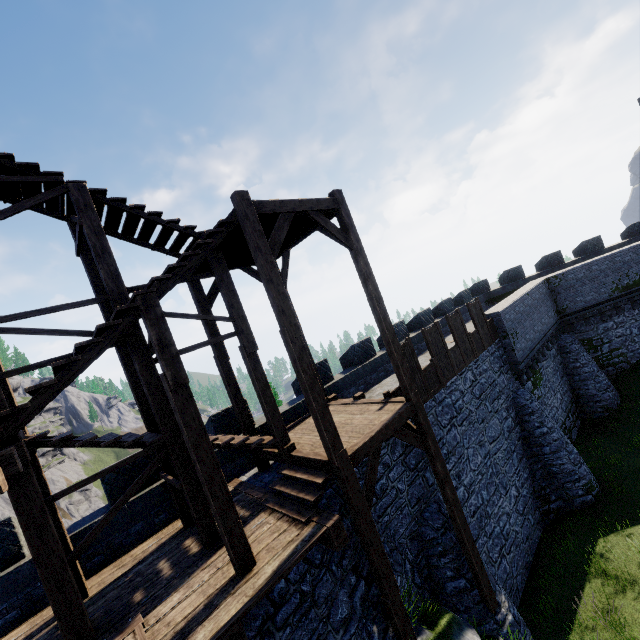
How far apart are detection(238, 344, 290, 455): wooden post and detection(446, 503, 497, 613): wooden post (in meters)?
4.55

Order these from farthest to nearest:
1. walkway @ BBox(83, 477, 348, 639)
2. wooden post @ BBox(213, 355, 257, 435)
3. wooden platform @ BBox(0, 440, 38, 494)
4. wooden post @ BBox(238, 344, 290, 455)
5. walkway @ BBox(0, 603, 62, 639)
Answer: wooden post @ BBox(213, 355, 257, 435), wooden post @ BBox(238, 344, 290, 455), walkway @ BBox(0, 603, 62, 639), walkway @ BBox(83, 477, 348, 639), wooden platform @ BBox(0, 440, 38, 494)

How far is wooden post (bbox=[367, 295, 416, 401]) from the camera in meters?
8.5 m

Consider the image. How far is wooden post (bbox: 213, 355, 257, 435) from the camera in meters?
9.5

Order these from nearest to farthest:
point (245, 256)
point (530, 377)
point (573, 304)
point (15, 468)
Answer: point (15, 468), point (245, 256), point (530, 377), point (573, 304)

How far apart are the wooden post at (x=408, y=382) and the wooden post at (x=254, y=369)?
3.2m

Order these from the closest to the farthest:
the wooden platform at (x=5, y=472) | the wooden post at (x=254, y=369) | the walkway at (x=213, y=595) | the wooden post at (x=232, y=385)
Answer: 1. the wooden platform at (x=5, y=472)
2. the walkway at (x=213, y=595)
3. the wooden post at (x=254, y=369)
4. the wooden post at (x=232, y=385)

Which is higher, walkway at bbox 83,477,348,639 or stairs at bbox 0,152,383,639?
stairs at bbox 0,152,383,639
